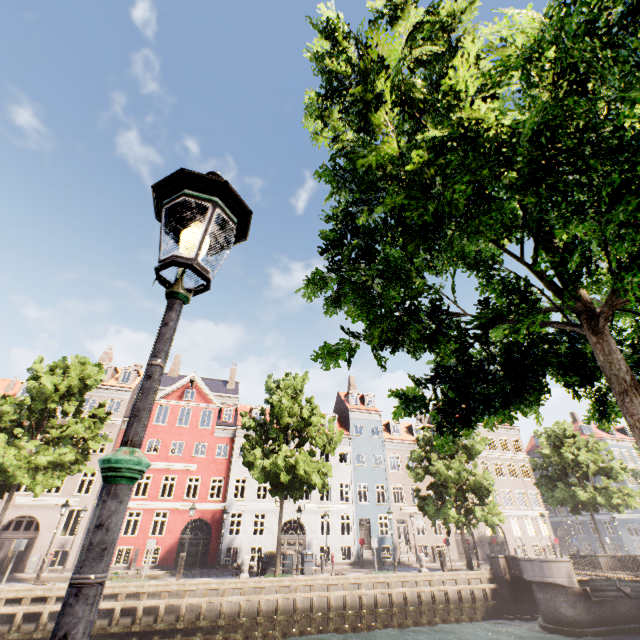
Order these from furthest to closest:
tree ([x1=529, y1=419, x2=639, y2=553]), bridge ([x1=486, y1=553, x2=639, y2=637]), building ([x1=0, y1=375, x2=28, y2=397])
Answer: building ([x1=0, y1=375, x2=28, y2=397]) < tree ([x1=529, y1=419, x2=639, y2=553]) < bridge ([x1=486, y1=553, x2=639, y2=637])

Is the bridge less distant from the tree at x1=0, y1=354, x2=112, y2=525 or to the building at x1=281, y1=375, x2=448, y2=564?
the tree at x1=0, y1=354, x2=112, y2=525

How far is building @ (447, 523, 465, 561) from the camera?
31.3 meters

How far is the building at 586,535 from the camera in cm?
3456

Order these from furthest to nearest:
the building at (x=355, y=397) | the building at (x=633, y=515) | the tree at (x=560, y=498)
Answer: the building at (x=633, y=515) < the building at (x=355, y=397) < the tree at (x=560, y=498)

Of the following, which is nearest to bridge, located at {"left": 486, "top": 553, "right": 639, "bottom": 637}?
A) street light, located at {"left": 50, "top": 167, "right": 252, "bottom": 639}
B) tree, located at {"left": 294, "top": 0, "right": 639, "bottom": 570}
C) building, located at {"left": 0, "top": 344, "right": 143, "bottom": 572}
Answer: tree, located at {"left": 294, "top": 0, "right": 639, "bottom": 570}

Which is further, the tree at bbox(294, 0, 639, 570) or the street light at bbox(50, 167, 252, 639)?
the tree at bbox(294, 0, 639, 570)

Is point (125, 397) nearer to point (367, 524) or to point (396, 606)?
point (367, 524)
